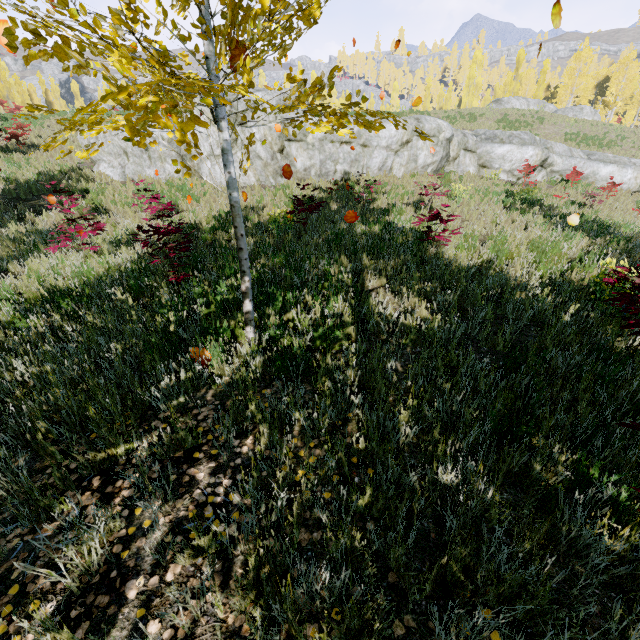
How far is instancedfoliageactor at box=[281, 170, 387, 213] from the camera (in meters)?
7.85

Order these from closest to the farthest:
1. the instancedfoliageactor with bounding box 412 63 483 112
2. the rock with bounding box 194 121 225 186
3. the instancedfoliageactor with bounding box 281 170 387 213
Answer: the instancedfoliageactor with bounding box 281 170 387 213, the rock with bounding box 194 121 225 186, the instancedfoliageactor with bounding box 412 63 483 112

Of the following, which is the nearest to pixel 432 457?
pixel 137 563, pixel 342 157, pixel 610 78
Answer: pixel 137 563

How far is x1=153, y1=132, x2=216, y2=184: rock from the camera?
12.78m

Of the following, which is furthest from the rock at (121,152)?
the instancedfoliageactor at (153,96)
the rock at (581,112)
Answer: the rock at (581,112)

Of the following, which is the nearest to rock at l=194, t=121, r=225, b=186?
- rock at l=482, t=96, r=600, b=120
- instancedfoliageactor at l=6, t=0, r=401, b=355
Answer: instancedfoliageactor at l=6, t=0, r=401, b=355
